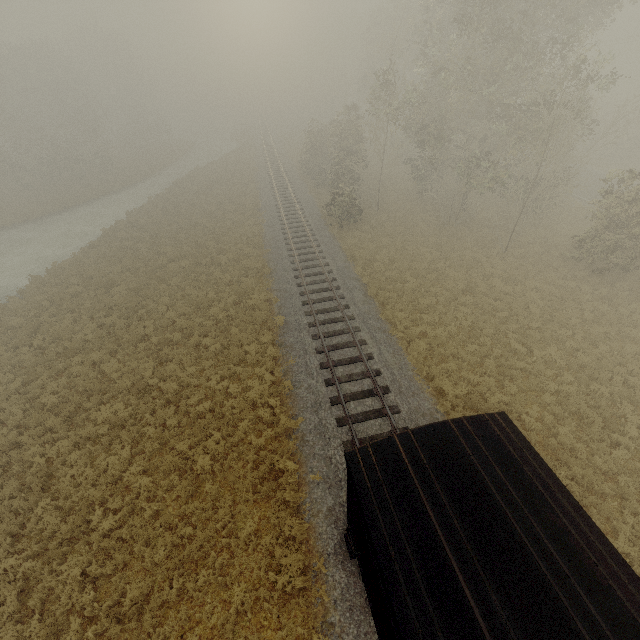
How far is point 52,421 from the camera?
13.5m
